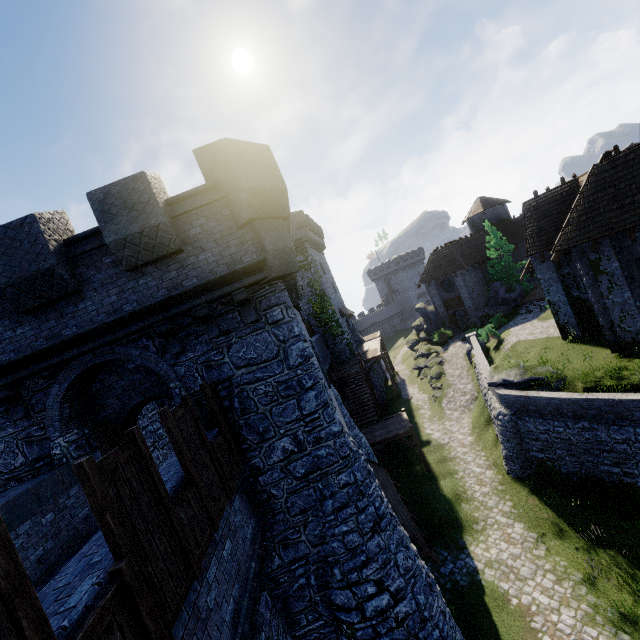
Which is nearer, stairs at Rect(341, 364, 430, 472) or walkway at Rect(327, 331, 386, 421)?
stairs at Rect(341, 364, 430, 472)

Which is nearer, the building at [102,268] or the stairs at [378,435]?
the building at [102,268]

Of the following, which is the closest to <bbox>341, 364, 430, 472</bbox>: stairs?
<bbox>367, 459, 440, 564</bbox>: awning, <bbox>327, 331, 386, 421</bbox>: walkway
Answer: <bbox>327, 331, 386, 421</bbox>: walkway

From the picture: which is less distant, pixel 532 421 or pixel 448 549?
pixel 448 549

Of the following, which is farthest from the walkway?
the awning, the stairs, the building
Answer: the awning

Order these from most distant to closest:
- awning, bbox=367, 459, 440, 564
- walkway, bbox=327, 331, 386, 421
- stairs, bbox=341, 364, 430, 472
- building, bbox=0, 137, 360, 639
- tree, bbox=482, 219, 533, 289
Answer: tree, bbox=482, 219, 533, 289 → walkway, bbox=327, 331, 386, 421 → stairs, bbox=341, 364, 430, 472 → awning, bbox=367, 459, 440, 564 → building, bbox=0, 137, 360, 639

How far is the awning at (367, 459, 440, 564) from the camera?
10.6 meters

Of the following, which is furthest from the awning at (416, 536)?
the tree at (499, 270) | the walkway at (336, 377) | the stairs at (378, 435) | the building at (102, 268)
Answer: the tree at (499, 270)
